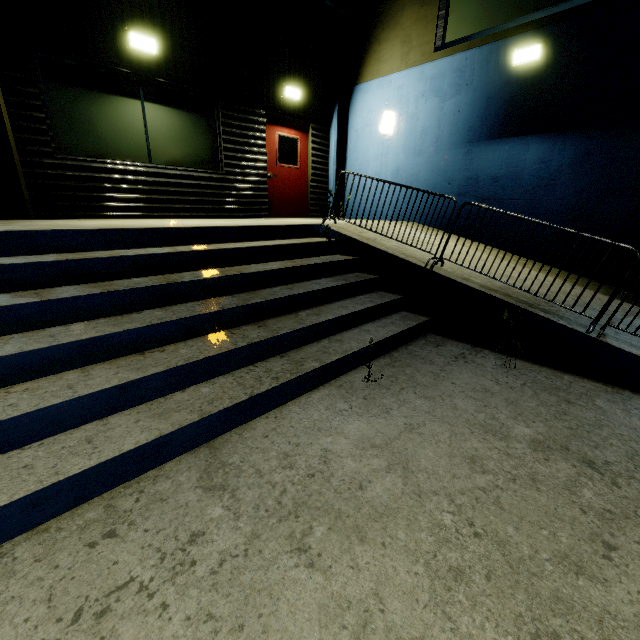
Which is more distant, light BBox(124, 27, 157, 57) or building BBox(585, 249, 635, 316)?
light BBox(124, 27, 157, 57)

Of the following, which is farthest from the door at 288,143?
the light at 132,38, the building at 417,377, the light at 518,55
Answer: the light at 518,55

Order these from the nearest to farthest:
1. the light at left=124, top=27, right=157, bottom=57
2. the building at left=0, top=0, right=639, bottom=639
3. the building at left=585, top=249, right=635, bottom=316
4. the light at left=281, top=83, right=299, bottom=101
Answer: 1. the building at left=0, top=0, right=639, bottom=639
2. the building at left=585, top=249, right=635, bottom=316
3. the light at left=124, top=27, right=157, bottom=57
4. the light at left=281, top=83, right=299, bottom=101

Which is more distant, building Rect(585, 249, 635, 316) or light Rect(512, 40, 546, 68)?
light Rect(512, 40, 546, 68)

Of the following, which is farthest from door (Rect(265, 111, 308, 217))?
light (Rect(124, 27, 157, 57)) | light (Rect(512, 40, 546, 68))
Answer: light (Rect(512, 40, 546, 68))

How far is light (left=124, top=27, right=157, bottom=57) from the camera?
5.49m

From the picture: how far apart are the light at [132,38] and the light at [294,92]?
2.9 meters

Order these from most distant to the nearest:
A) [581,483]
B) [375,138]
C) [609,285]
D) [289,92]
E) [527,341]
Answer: [375,138] → [289,92] → [609,285] → [527,341] → [581,483]
